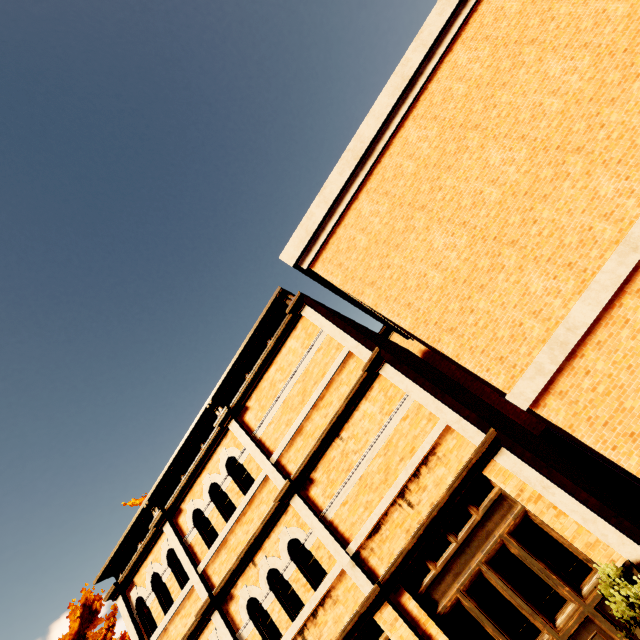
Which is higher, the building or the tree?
the tree

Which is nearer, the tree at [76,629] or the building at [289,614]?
the building at [289,614]

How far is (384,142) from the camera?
9.02m

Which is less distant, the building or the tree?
the building

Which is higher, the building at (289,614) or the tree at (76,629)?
the tree at (76,629)
